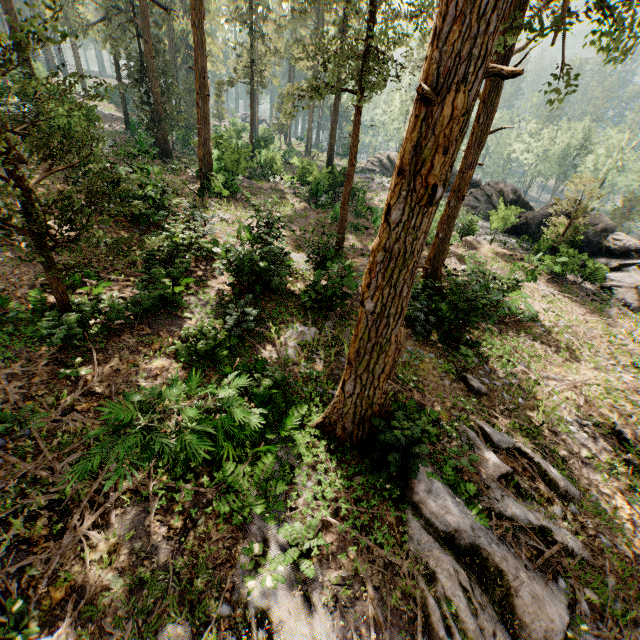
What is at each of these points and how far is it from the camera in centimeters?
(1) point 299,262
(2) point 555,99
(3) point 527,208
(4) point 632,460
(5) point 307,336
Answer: (1) foliage, 1638cm
(2) foliage, 841cm
(3) rock, 3050cm
(4) foliage, 941cm
(5) foliage, 1145cm

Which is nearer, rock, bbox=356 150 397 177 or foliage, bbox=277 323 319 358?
foliage, bbox=277 323 319 358

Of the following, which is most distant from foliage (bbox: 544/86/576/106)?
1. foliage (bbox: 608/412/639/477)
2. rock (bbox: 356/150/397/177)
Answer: foliage (bbox: 608/412/639/477)

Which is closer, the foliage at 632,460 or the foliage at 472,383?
the foliage at 632,460

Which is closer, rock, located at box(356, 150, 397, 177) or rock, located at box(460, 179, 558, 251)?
rock, located at box(460, 179, 558, 251)
